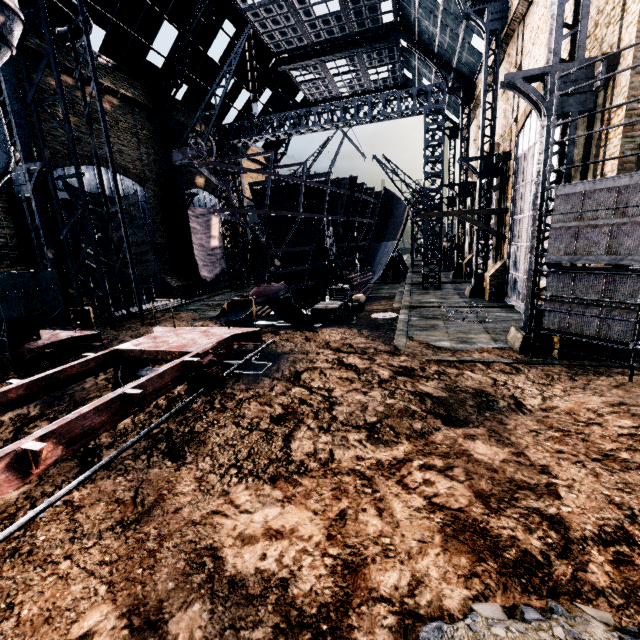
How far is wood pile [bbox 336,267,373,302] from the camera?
26.92m

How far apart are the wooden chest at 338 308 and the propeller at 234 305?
3.58m

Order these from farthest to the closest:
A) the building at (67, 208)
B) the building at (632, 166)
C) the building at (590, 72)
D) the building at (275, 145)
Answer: the building at (275, 145) → the building at (67, 208) → the building at (632, 166) → the building at (590, 72)

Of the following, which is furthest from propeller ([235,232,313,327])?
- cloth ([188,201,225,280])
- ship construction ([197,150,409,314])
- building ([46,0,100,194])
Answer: cloth ([188,201,225,280])

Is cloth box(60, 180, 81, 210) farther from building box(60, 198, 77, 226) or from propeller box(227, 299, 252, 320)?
propeller box(227, 299, 252, 320)

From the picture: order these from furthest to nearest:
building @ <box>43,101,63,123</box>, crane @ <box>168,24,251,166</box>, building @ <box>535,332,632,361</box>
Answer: crane @ <box>168,24,251,166</box> < building @ <box>43,101,63,123</box> < building @ <box>535,332,632,361</box>

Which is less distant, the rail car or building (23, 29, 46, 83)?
the rail car

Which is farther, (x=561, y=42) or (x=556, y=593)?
(x=561, y=42)
